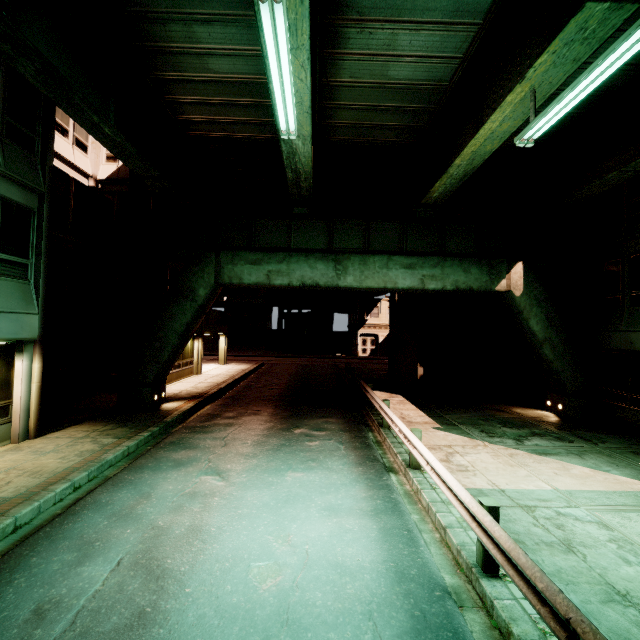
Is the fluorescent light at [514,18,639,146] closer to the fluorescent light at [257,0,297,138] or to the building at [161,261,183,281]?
the fluorescent light at [257,0,297,138]

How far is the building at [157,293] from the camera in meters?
17.0

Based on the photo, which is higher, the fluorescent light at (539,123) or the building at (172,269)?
the fluorescent light at (539,123)

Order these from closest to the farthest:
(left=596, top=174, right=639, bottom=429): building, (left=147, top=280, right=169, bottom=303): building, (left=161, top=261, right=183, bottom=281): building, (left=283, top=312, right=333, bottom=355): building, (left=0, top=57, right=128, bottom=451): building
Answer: (left=0, top=57, right=128, bottom=451): building
(left=596, top=174, right=639, bottom=429): building
(left=147, top=280, right=169, bottom=303): building
(left=161, top=261, right=183, bottom=281): building
(left=283, top=312, right=333, bottom=355): building

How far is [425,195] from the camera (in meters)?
13.05

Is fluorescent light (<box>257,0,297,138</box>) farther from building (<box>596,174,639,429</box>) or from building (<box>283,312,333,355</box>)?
building (<box>283,312,333,355</box>)

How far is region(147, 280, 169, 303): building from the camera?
17.05m

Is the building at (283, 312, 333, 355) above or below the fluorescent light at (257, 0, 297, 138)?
below
